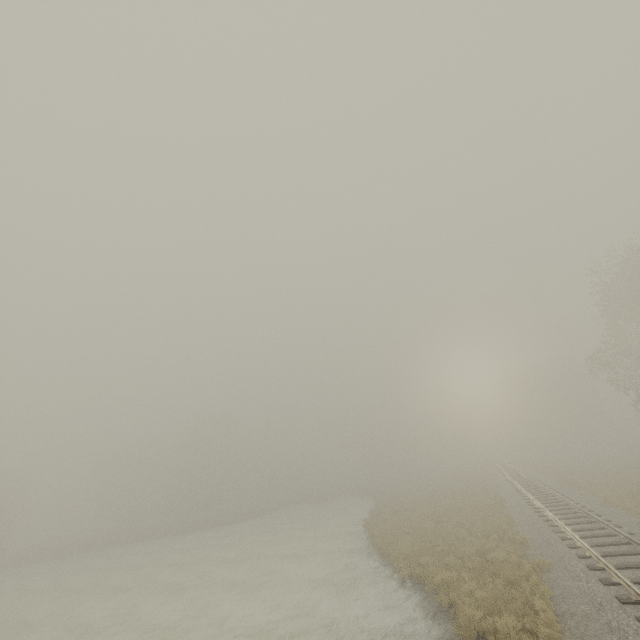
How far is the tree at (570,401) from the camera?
57.50m

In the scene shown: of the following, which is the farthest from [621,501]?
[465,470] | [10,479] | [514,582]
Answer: [10,479]

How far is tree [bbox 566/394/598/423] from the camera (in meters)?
57.50
